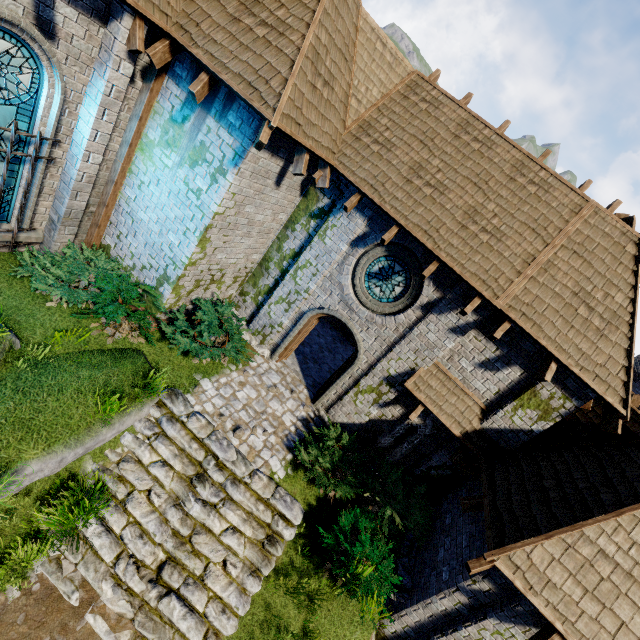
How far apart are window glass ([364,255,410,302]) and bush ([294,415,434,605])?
3.7m

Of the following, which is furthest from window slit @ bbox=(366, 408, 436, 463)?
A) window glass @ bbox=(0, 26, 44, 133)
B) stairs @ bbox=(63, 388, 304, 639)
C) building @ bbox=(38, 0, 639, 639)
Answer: window glass @ bbox=(0, 26, 44, 133)

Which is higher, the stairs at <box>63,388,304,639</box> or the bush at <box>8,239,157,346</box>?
the bush at <box>8,239,157,346</box>

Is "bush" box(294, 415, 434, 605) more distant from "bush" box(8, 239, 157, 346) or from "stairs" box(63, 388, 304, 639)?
"bush" box(8, 239, 157, 346)

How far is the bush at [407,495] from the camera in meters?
7.0

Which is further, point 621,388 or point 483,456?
point 483,456

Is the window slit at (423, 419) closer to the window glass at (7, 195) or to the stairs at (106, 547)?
the stairs at (106, 547)

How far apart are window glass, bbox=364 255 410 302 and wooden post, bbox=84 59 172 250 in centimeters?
633cm
